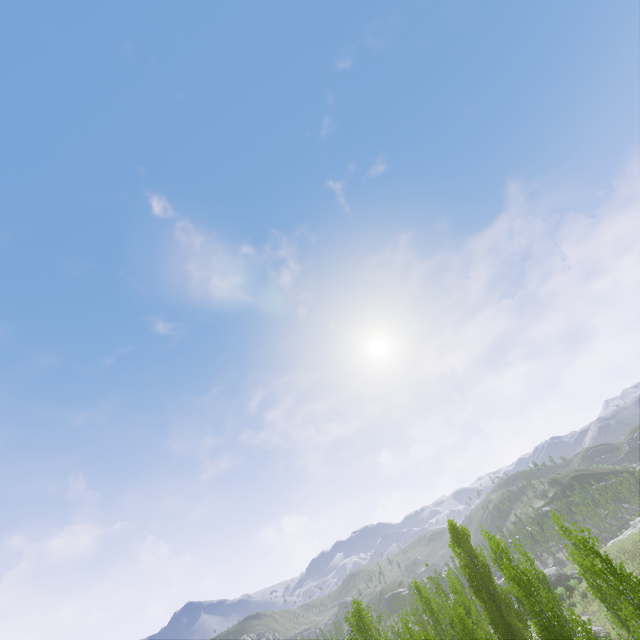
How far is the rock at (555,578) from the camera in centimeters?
4541cm

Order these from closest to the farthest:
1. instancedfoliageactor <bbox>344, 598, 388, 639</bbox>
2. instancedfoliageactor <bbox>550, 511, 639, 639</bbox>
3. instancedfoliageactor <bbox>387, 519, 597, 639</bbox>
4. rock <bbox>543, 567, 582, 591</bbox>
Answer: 1. instancedfoliageactor <bbox>550, 511, 639, 639</bbox>
2. instancedfoliageactor <bbox>387, 519, 597, 639</bbox>
3. instancedfoliageactor <bbox>344, 598, 388, 639</bbox>
4. rock <bbox>543, 567, 582, 591</bbox>

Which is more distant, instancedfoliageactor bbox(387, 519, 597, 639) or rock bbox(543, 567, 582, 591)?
rock bbox(543, 567, 582, 591)

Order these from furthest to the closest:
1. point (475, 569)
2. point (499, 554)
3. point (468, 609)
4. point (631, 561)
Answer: point (631, 561), point (499, 554), point (475, 569), point (468, 609)

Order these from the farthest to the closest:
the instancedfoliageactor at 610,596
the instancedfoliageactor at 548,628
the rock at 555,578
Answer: the rock at 555,578 → the instancedfoliageactor at 548,628 → the instancedfoliageactor at 610,596

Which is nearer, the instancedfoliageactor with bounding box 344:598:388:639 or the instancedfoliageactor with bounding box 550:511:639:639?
the instancedfoliageactor with bounding box 550:511:639:639

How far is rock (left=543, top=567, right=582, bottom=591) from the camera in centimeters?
4541cm
